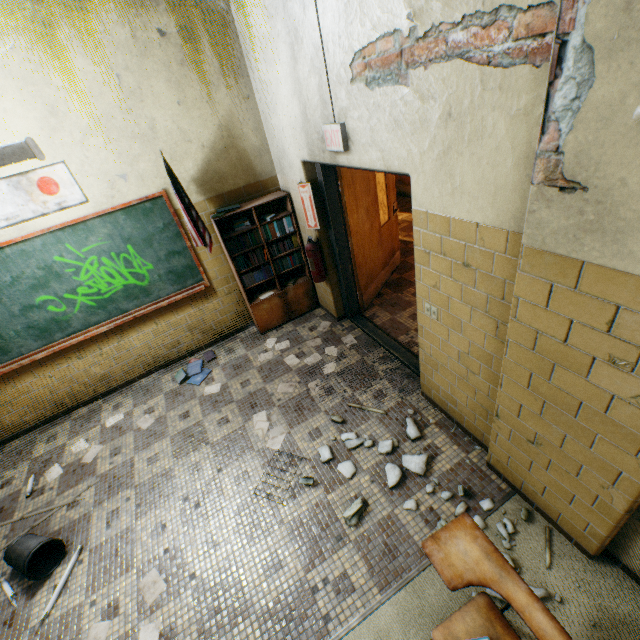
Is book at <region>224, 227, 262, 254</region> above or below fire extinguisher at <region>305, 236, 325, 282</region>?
above

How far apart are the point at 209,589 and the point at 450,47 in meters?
3.7 m

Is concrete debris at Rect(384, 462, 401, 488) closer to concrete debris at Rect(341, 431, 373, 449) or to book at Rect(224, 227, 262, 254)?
concrete debris at Rect(341, 431, 373, 449)

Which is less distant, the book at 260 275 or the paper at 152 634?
the paper at 152 634

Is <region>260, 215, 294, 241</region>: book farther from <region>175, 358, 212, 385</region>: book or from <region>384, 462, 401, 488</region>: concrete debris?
<region>384, 462, 401, 488</region>: concrete debris

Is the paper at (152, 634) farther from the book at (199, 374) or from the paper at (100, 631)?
the book at (199, 374)

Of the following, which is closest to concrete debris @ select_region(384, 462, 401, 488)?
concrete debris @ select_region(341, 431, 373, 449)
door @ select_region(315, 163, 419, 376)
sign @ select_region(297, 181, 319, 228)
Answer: concrete debris @ select_region(341, 431, 373, 449)

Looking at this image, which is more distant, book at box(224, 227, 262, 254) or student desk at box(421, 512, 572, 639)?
book at box(224, 227, 262, 254)
